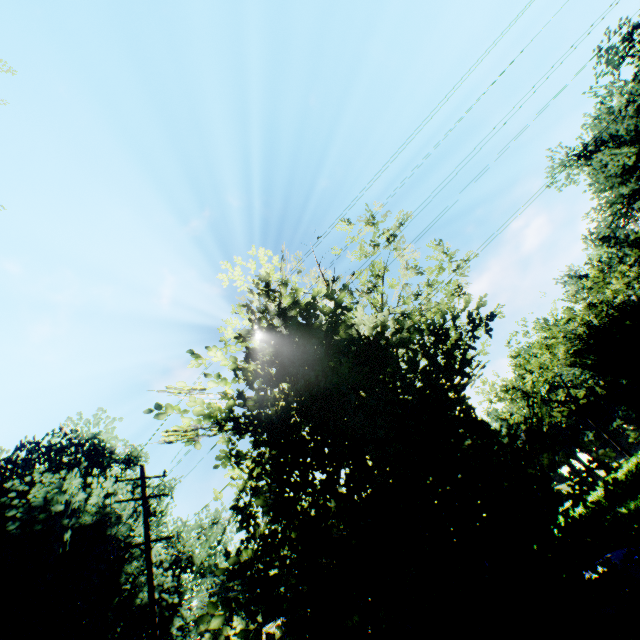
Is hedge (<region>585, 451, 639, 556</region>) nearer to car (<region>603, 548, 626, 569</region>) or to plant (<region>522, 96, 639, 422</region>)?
car (<region>603, 548, 626, 569</region>)

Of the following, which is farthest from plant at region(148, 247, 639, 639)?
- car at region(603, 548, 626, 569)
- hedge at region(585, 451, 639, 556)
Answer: hedge at region(585, 451, 639, 556)

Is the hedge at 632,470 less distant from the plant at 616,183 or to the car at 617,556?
the car at 617,556

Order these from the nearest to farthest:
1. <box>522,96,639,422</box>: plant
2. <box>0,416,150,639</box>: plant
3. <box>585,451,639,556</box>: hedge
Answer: <box>585,451,639,556</box>: hedge, <box>0,416,150,639</box>: plant, <box>522,96,639,422</box>: plant

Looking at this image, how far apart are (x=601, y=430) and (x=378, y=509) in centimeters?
7422cm
